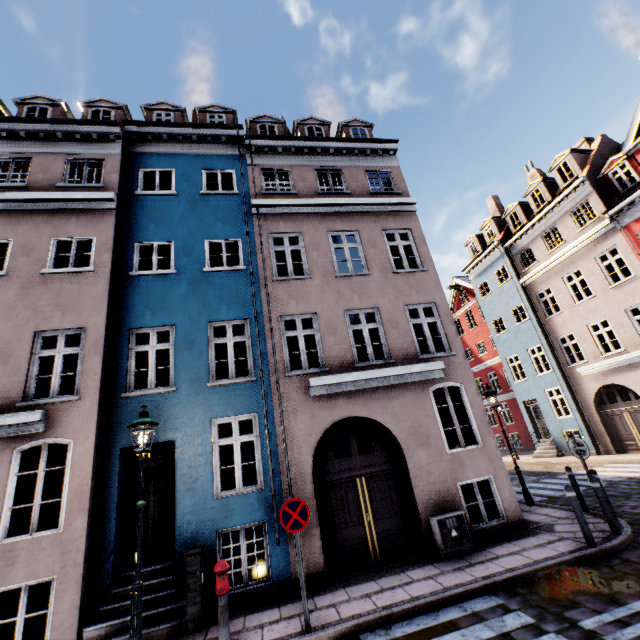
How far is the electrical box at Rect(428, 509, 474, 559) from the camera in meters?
7.2 m

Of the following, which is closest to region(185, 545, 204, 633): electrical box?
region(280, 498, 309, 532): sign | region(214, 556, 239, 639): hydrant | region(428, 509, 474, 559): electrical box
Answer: region(214, 556, 239, 639): hydrant

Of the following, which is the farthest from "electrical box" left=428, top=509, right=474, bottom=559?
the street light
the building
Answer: the street light

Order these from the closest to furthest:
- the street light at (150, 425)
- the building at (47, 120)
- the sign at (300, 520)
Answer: the street light at (150, 425)
the sign at (300, 520)
the building at (47, 120)

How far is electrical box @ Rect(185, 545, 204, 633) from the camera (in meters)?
→ 5.95

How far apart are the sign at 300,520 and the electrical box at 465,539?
3.42m

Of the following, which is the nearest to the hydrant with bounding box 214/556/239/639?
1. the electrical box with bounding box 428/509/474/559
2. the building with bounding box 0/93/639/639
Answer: the building with bounding box 0/93/639/639

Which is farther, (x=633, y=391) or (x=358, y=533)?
(x=633, y=391)
